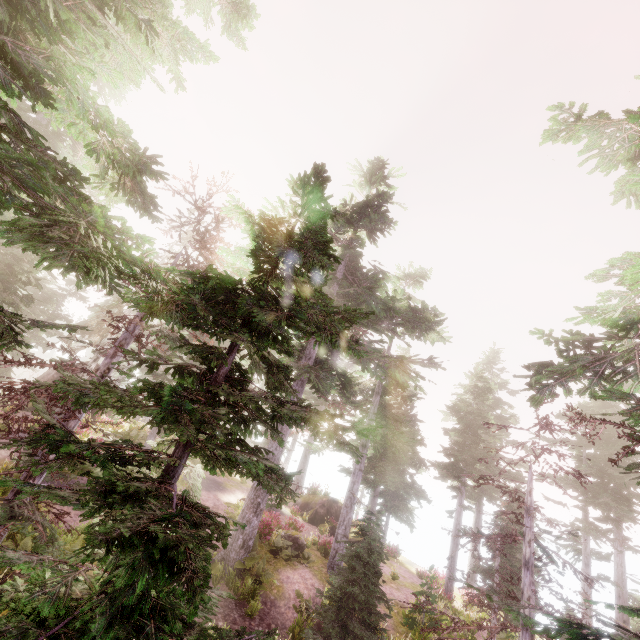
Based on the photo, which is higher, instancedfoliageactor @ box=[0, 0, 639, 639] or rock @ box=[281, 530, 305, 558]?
instancedfoliageactor @ box=[0, 0, 639, 639]

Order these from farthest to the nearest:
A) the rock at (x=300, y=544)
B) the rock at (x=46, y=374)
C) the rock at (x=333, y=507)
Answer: the rock at (x=333, y=507) < the rock at (x=46, y=374) < the rock at (x=300, y=544)

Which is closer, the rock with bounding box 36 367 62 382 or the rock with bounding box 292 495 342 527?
the rock with bounding box 36 367 62 382

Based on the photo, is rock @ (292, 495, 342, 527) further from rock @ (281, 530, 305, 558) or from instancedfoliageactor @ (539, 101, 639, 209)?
rock @ (281, 530, 305, 558)

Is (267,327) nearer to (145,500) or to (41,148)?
(145,500)

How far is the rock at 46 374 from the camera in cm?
2364

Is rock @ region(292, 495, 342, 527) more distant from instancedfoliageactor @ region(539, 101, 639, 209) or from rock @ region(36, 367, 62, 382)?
rock @ region(36, 367, 62, 382)

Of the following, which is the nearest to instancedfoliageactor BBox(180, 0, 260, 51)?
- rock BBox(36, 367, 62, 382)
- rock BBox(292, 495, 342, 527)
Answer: rock BBox(36, 367, 62, 382)
